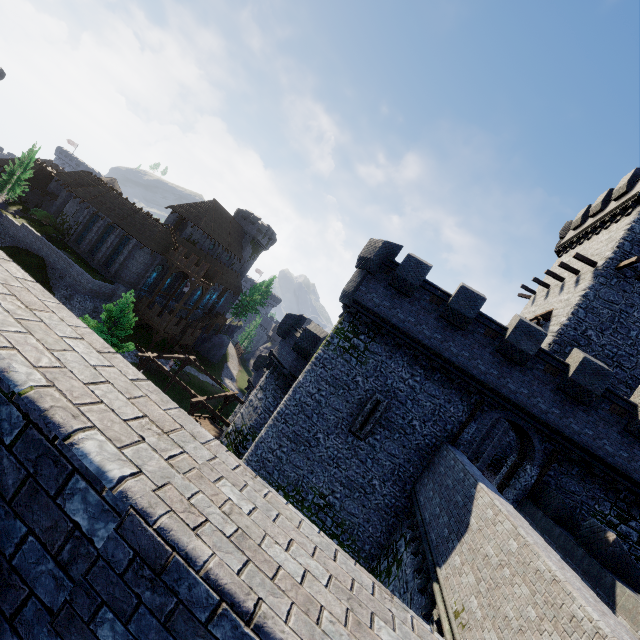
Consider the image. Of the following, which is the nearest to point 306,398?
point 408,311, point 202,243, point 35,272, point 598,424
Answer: point 408,311

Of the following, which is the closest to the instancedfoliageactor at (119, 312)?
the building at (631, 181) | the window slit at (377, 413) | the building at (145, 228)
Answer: the building at (145, 228)

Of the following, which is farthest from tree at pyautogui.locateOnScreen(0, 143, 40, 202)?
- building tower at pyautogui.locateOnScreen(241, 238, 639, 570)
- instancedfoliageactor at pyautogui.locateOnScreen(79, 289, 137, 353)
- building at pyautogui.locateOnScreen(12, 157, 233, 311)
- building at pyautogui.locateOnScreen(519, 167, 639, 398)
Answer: building at pyautogui.locateOnScreen(519, 167, 639, 398)

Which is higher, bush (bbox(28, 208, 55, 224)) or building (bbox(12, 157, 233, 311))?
building (bbox(12, 157, 233, 311))

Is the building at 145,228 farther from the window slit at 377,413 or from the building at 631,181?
the building at 631,181

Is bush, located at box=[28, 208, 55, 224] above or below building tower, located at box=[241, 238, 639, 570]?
below

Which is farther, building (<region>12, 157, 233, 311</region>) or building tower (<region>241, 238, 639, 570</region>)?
building (<region>12, 157, 233, 311</region>)

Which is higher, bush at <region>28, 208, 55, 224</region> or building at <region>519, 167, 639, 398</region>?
building at <region>519, 167, 639, 398</region>
